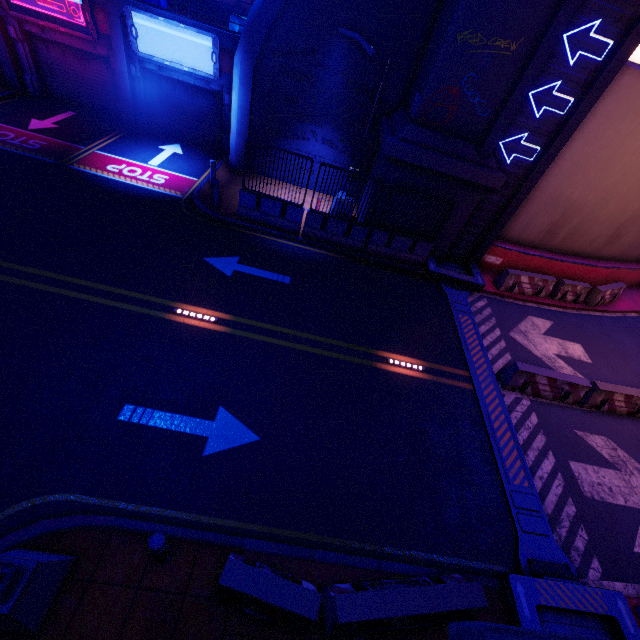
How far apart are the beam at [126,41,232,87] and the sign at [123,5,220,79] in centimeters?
16cm

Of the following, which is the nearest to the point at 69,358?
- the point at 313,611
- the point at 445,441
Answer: the point at 313,611

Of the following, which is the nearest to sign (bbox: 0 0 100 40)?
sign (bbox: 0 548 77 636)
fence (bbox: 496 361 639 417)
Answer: sign (bbox: 0 548 77 636)

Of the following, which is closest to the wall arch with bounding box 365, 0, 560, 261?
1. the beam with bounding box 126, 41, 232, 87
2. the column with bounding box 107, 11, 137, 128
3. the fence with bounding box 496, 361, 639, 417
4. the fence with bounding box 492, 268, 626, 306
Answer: the fence with bounding box 492, 268, 626, 306

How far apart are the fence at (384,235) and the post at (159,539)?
10.4m

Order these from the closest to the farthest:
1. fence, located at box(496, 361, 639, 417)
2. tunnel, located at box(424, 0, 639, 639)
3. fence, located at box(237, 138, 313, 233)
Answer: tunnel, located at box(424, 0, 639, 639), fence, located at box(496, 361, 639, 417), fence, located at box(237, 138, 313, 233)

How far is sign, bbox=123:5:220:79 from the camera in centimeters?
1287cm

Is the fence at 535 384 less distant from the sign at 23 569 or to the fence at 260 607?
the fence at 260 607
